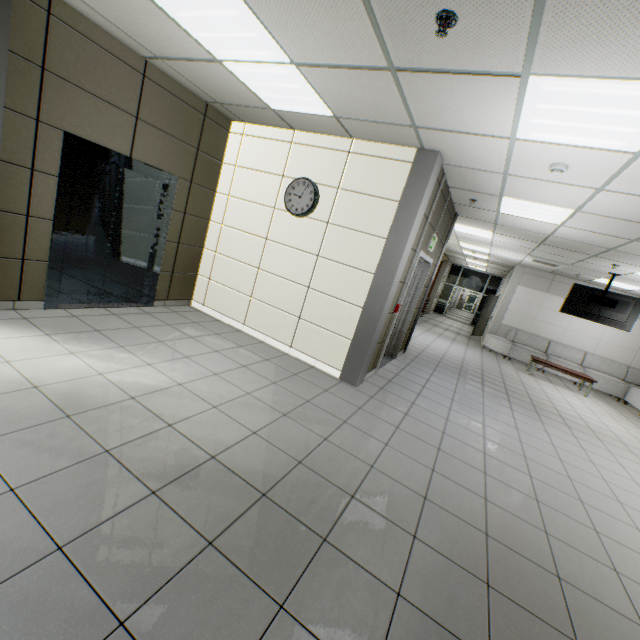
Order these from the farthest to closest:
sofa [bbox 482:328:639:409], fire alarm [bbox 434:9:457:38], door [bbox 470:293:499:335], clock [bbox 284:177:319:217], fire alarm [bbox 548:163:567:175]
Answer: door [bbox 470:293:499:335] < sofa [bbox 482:328:639:409] < clock [bbox 284:177:319:217] < fire alarm [bbox 548:163:567:175] < fire alarm [bbox 434:9:457:38]

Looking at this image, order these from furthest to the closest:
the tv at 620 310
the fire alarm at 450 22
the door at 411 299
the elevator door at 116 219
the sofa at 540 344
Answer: the sofa at 540 344
the tv at 620 310
the door at 411 299
the elevator door at 116 219
the fire alarm at 450 22

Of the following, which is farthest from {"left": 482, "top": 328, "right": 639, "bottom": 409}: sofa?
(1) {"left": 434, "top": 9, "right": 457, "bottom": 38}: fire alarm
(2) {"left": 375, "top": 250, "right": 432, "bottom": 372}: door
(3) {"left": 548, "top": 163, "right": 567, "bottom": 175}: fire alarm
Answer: (1) {"left": 434, "top": 9, "right": 457, "bottom": 38}: fire alarm

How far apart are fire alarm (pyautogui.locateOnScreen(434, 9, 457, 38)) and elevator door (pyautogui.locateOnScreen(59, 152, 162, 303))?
4.1 meters

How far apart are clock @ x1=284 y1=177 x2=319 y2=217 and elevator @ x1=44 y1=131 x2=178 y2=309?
1.63m

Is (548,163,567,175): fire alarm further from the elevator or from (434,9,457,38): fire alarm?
the elevator

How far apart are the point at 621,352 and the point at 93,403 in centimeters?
1417cm

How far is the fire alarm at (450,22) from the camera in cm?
193
